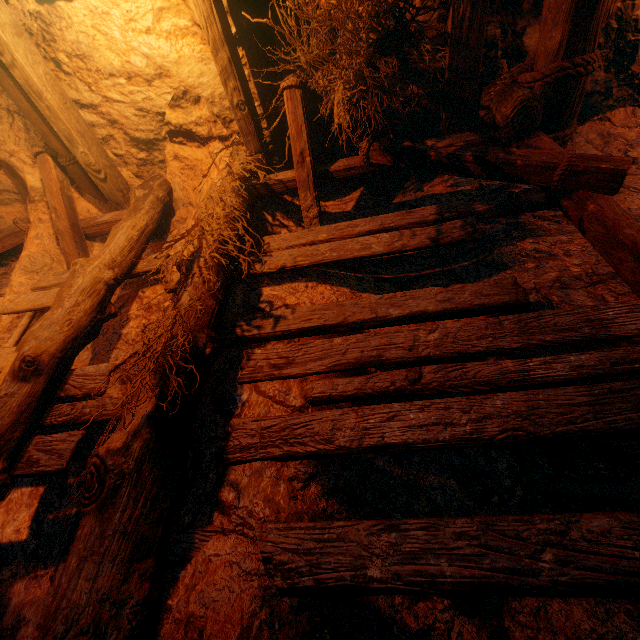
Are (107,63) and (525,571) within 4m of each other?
no
